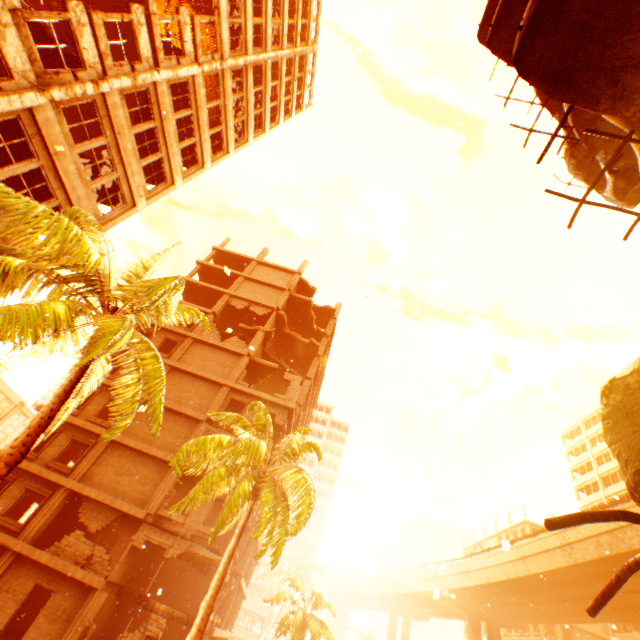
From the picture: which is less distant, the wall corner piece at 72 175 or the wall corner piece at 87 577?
the wall corner piece at 72 175

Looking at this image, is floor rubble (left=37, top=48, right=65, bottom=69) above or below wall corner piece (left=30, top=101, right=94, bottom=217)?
above

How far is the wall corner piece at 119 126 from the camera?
12.6m

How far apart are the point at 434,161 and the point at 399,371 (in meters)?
21.11

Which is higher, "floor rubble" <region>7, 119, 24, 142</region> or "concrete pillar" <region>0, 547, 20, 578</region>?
"floor rubble" <region>7, 119, 24, 142</region>

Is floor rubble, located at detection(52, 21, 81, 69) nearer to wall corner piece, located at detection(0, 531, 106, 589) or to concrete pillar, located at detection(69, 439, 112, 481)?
concrete pillar, located at detection(69, 439, 112, 481)

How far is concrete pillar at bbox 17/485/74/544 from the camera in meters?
16.6 m

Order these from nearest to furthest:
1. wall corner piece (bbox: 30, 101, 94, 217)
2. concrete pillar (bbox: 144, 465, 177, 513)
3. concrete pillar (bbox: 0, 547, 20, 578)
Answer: wall corner piece (bbox: 30, 101, 94, 217) → concrete pillar (bbox: 0, 547, 20, 578) → concrete pillar (bbox: 144, 465, 177, 513)
